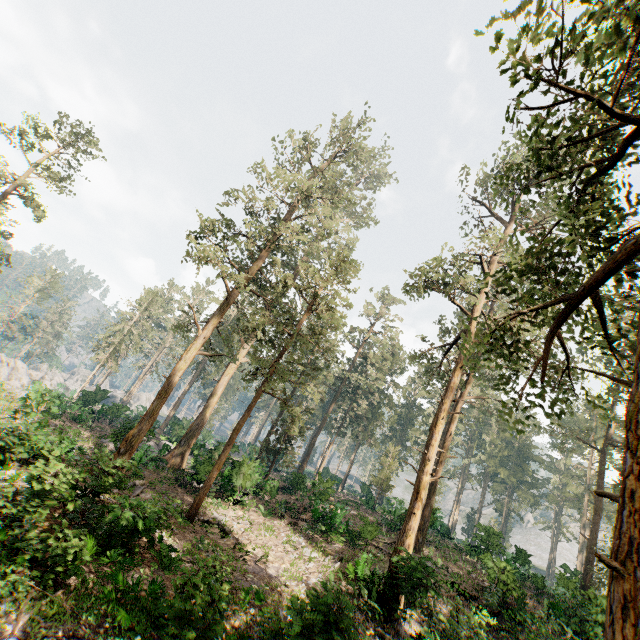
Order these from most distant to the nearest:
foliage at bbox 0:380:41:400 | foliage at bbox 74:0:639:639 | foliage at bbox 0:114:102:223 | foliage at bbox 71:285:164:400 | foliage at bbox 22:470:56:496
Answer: foliage at bbox 71:285:164:400, foliage at bbox 0:114:102:223, foliage at bbox 0:380:41:400, foliage at bbox 22:470:56:496, foliage at bbox 74:0:639:639

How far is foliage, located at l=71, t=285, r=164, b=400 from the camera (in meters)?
47.78

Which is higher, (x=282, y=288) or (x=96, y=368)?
(x=282, y=288)

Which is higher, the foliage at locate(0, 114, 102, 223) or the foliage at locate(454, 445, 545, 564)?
the foliage at locate(454, 445, 545, 564)

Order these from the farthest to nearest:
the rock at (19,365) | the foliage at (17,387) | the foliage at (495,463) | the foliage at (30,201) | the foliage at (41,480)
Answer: the foliage at (30,201), the foliage at (495,463), the rock at (19,365), the foliage at (17,387), the foliage at (41,480)

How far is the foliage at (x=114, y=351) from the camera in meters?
47.8
